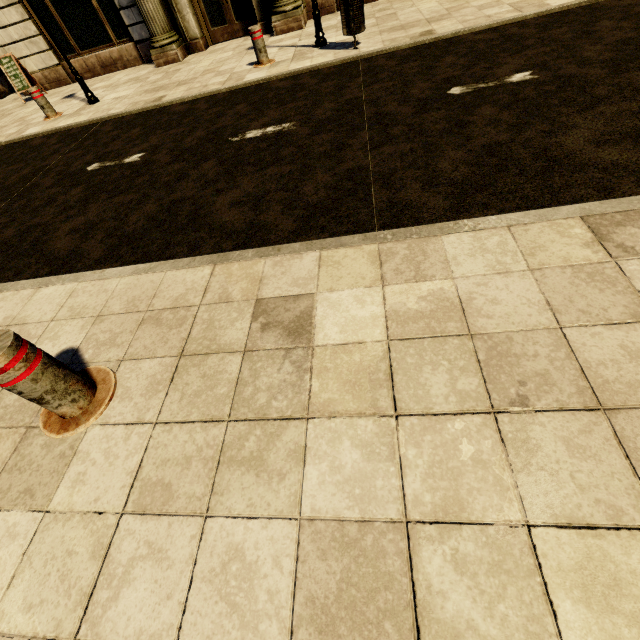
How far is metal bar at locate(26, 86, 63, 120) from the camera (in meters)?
6.76

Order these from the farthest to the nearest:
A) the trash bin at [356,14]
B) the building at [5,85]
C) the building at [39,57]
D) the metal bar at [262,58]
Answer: the building at [5,85]
the building at [39,57]
the metal bar at [262,58]
the trash bin at [356,14]

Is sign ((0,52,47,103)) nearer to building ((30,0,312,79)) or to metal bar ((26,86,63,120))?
building ((30,0,312,79))

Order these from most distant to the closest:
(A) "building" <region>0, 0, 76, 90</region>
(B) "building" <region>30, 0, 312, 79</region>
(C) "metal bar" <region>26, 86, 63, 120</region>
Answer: (A) "building" <region>0, 0, 76, 90</region>, (B) "building" <region>30, 0, 312, 79</region>, (C) "metal bar" <region>26, 86, 63, 120</region>

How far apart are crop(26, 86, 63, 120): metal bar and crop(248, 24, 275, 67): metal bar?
4.8 meters

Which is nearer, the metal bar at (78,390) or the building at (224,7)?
the metal bar at (78,390)

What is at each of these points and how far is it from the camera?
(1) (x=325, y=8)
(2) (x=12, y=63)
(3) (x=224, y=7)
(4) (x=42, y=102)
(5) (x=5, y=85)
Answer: (1) building, 8.1m
(2) sign, 8.6m
(3) building, 8.2m
(4) metal bar, 6.9m
(5) building, 10.8m

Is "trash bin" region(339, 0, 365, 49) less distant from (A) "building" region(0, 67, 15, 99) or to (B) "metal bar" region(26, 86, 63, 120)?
(A) "building" region(0, 67, 15, 99)
